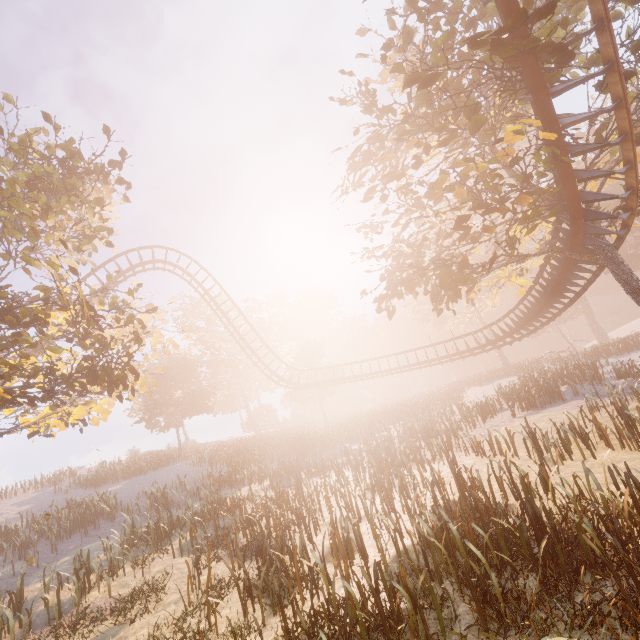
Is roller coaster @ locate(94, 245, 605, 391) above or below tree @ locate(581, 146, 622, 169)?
below

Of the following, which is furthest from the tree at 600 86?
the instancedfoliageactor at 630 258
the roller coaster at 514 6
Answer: the instancedfoliageactor at 630 258

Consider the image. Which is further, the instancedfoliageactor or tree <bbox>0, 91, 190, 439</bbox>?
the instancedfoliageactor

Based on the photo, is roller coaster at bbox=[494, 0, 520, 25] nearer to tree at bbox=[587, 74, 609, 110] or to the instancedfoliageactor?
tree at bbox=[587, 74, 609, 110]

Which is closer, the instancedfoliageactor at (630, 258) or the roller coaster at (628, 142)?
the roller coaster at (628, 142)

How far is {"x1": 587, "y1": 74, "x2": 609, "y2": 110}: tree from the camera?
8.13m

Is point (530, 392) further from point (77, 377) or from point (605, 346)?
point (605, 346)
